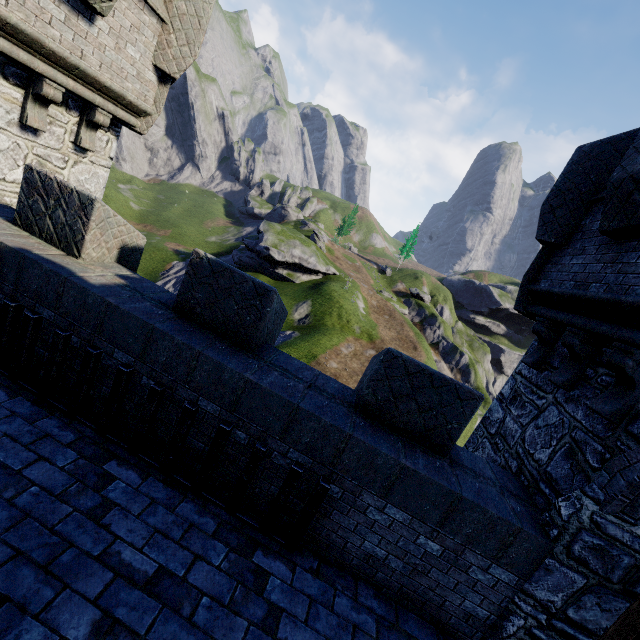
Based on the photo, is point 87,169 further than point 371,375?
Yes

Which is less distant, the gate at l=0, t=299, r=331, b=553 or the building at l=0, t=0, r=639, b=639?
the building at l=0, t=0, r=639, b=639

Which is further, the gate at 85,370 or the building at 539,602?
the gate at 85,370
